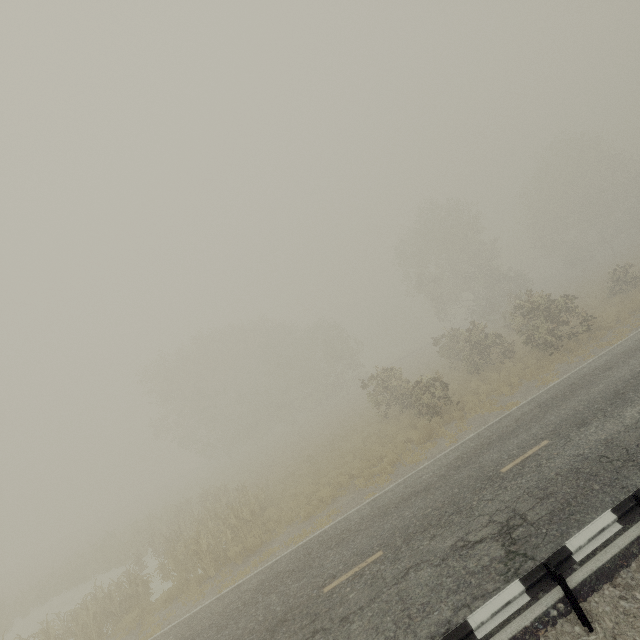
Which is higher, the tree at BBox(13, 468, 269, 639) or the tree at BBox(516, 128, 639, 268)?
the tree at BBox(516, 128, 639, 268)

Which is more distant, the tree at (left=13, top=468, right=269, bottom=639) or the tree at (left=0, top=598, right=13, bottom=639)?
the tree at (left=0, top=598, right=13, bottom=639)

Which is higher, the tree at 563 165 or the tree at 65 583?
the tree at 563 165

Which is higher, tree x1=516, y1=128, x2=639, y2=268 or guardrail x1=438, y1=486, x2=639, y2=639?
tree x1=516, y1=128, x2=639, y2=268

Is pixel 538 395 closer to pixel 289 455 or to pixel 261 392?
pixel 289 455

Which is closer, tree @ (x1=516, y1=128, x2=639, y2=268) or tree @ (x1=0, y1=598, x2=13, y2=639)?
tree @ (x1=0, y1=598, x2=13, y2=639)

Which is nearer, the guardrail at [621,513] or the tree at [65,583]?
the guardrail at [621,513]

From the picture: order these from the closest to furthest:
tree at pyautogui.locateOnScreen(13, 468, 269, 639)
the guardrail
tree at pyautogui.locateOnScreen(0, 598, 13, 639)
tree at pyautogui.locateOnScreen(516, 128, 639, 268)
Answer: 1. the guardrail
2. tree at pyautogui.locateOnScreen(13, 468, 269, 639)
3. tree at pyautogui.locateOnScreen(0, 598, 13, 639)
4. tree at pyautogui.locateOnScreen(516, 128, 639, 268)
